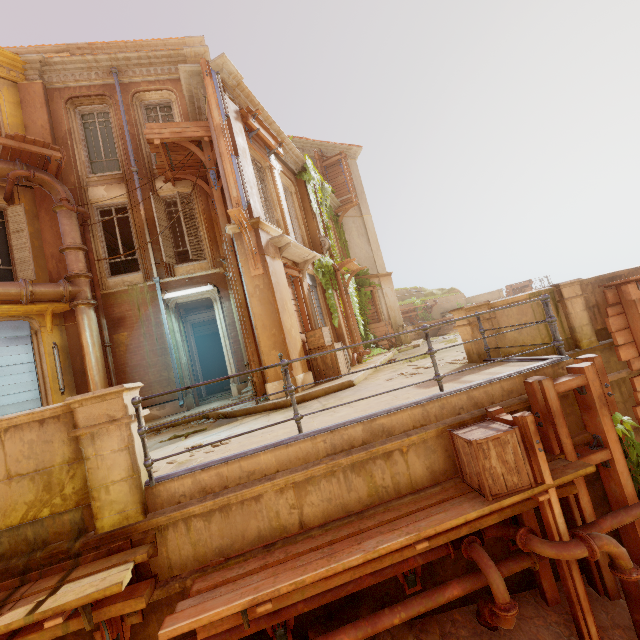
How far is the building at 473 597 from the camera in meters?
3.9 m

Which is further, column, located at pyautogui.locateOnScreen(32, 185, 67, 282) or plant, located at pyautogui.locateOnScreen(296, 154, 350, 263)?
plant, located at pyautogui.locateOnScreen(296, 154, 350, 263)

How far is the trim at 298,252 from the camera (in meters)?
8.76

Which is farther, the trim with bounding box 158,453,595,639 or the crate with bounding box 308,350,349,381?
the crate with bounding box 308,350,349,381

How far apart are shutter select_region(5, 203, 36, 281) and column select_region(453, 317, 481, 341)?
12.1m

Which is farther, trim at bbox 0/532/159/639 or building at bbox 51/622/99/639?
building at bbox 51/622/99/639

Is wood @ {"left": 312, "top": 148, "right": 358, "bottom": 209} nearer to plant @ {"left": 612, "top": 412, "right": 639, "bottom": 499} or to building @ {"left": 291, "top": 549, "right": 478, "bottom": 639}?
plant @ {"left": 612, "top": 412, "right": 639, "bottom": 499}

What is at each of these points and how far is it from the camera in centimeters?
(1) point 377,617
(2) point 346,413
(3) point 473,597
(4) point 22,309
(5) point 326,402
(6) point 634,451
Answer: (1) pipe, 342cm
(2) building, 488cm
(3) building, 396cm
(4) trim, 926cm
(5) building, 637cm
(6) plant, 428cm
